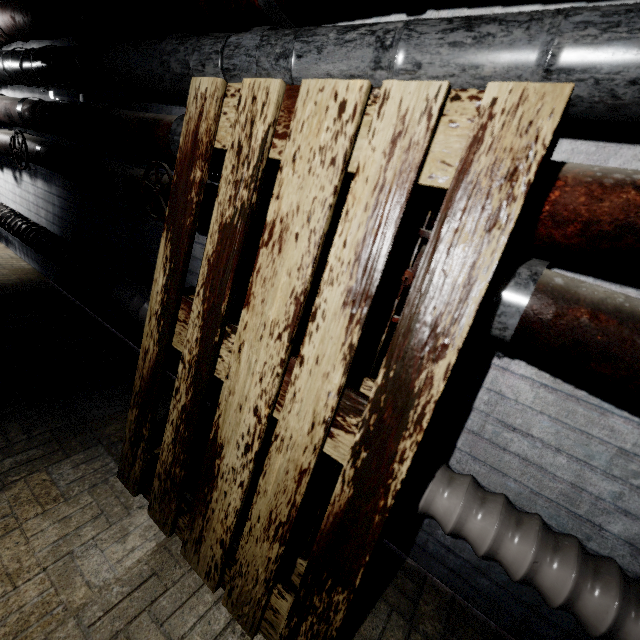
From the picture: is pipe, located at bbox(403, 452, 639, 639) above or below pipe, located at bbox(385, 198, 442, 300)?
below

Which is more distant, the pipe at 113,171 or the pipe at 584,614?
the pipe at 113,171

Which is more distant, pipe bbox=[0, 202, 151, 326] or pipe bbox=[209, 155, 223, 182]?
pipe bbox=[0, 202, 151, 326]

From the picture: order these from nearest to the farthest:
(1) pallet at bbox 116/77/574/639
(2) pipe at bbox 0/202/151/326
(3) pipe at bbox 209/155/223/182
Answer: (1) pallet at bbox 116/77/574/639
(3) pipe at bbox 209/155/223/182
(2) pipe at bbox 0/202/151/326

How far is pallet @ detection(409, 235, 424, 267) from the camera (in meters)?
0.82

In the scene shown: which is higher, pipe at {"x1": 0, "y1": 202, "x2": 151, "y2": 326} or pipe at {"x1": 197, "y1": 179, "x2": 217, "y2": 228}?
pipe at {"x1": 197, "y1": 179, "x2": 217, "y2": 228}

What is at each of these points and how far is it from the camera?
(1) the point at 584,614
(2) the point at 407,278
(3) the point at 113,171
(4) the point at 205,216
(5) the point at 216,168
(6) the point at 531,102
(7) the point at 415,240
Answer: (1) pipe, 0.78m
(2) pipe, 0.82m
(3) pipe, 1.62m
(4) pipe, 1.26m
(5) pipe, 1.26m
(6) pallet, 0.54m
(7) pallet, 0.82m

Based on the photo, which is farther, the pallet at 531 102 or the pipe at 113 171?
the pipe at 113 171
